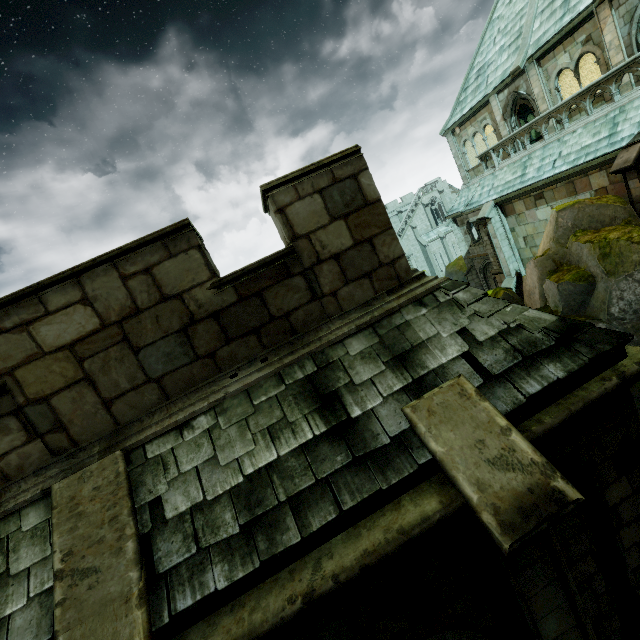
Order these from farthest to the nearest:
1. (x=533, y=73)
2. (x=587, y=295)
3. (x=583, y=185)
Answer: (x=533, y=73) < (x=583, y=185) < (x=587, y=295)

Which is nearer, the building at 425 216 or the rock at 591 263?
the rock at 591 263

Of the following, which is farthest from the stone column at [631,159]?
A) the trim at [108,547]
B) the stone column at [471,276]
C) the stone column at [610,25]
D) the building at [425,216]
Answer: the building at [425,216]

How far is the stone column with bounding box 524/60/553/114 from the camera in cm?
1574

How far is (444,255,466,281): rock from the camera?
37.28m

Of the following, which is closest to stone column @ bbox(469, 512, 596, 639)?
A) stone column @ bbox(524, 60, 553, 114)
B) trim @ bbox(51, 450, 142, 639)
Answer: trim @ bbox(51, 450, 142, 639)

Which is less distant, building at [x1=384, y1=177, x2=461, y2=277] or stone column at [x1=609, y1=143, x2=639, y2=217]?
stone column at [x1=609, y1=143, x2=639, y2=217]

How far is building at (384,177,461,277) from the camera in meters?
49.3 m
